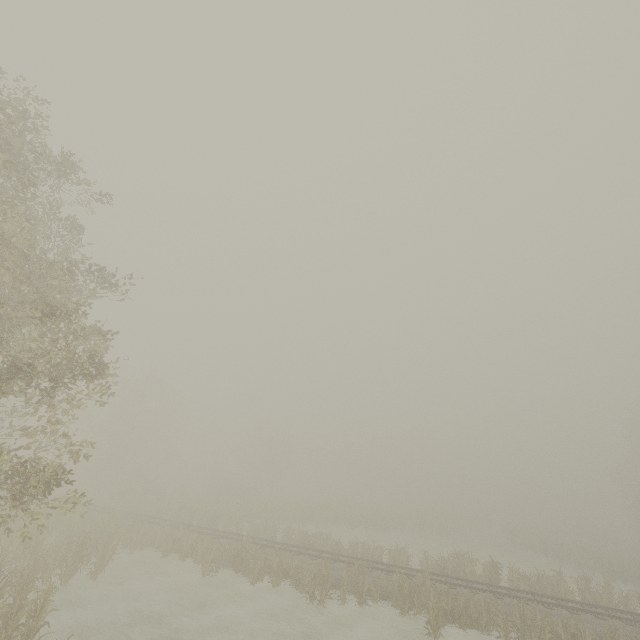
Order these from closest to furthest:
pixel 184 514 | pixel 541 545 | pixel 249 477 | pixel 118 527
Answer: pixel 118 527, pixel 184 514, pixel 541 545, pixel 249 477

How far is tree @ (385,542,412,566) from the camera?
22.93m

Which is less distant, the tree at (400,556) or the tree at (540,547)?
the tree at (540,547)

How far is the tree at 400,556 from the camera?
22.9m

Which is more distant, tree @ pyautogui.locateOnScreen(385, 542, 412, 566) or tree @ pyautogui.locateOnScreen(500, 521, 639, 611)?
tree @ pyautogui.locateOnScreen(385, 542, 412, 566)
